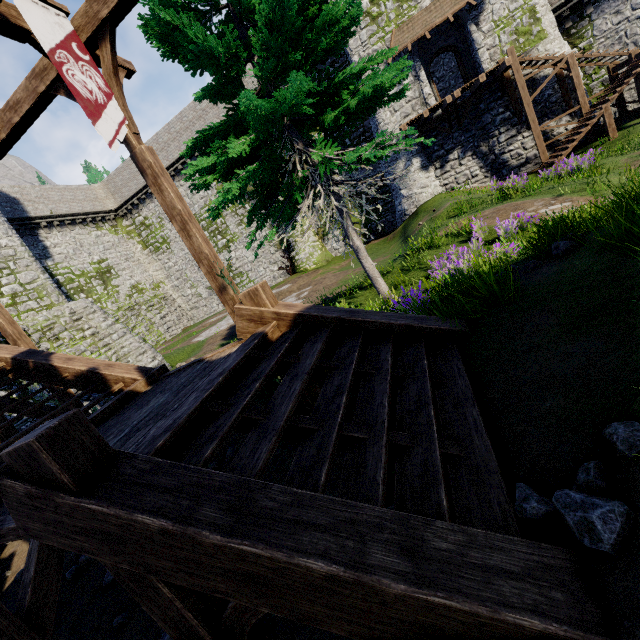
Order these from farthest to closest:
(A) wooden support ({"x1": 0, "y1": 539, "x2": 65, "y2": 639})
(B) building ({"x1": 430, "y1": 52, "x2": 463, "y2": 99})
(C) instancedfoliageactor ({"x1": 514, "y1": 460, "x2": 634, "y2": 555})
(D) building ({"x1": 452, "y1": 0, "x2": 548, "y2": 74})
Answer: (B) building ({"x1": 430, "y1": 52, "x2": 463, "y2": 99}), (D) building ({"x1": 452, "y1": 0, "x2": 548, "y2": 74}), (A) wooden support ({"x1": 0, "y1": 539, "x2": 65, "y2": 639}), (C) instancedfoliageactor ({"x1": 514, "y1": 460, "x2": 634, "y2": 555})

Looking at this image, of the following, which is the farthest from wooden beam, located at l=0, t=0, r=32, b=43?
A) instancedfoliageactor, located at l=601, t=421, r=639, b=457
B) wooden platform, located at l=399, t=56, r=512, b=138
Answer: wooden platform, located at l=399, t=56, r=512, b=138

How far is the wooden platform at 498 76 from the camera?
17.6 meters

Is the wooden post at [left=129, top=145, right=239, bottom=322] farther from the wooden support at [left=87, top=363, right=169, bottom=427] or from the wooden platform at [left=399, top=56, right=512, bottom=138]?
the wooden platform at [left=399, top=56, right=512, bottom=138]

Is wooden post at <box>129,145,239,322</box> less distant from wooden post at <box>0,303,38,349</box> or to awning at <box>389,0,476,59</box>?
wooden post at <box>0,303,38,349</box>

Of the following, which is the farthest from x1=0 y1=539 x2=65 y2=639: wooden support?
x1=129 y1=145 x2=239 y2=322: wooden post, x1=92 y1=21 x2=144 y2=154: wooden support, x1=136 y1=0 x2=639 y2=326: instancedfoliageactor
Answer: x1=92 y1=21 x2=144 y2=154: wooden support

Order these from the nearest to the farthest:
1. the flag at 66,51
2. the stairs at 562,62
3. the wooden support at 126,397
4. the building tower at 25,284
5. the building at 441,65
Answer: the flag at 66,51
the wooden support at 126,397
the building tower at 25,284
the stairs at 562,62
the building at 441,65

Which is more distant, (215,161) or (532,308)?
(215,161)
